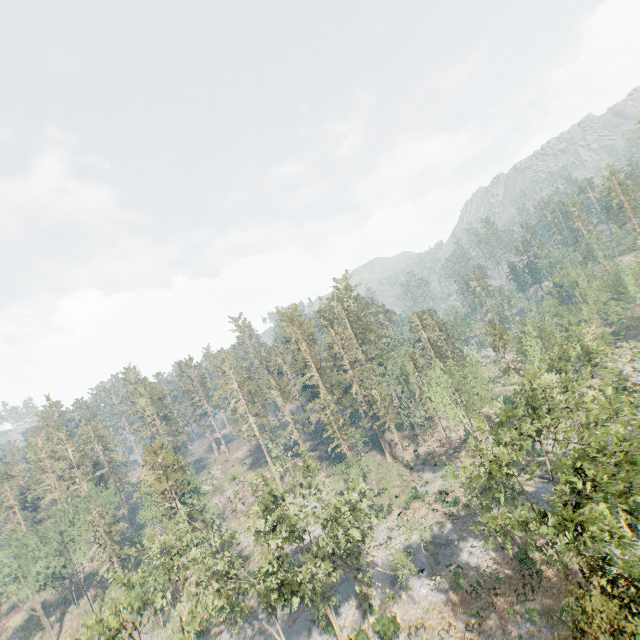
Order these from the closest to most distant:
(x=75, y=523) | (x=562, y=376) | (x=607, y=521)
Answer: (x=607, y=521), (x=562, y=376), (x=75, y=523)

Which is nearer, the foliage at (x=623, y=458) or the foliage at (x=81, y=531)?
the foliage at (x=623, y=458)

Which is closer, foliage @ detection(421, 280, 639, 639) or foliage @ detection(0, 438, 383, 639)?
foliage @ detection(421, 280, 639, 639)
